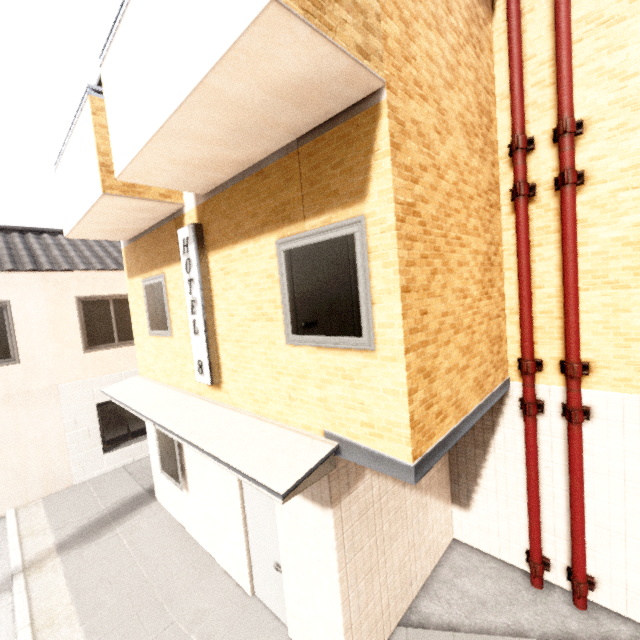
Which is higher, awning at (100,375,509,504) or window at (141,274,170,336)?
window at (141,274,170,336)

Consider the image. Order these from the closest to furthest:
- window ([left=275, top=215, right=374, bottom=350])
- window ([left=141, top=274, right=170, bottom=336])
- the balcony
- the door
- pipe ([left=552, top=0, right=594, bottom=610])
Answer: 1. the balcony
2. window ([left=275, top=215, right=374, bottom=350])
3. pipe ([left=552, top=0, right=594, bottom=610])
4. the door
5. window ([left=141, top=274, right=170, bottom=336])

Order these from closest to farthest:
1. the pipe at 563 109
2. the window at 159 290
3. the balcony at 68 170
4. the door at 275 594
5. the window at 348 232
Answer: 1. the balcony at 68 170
2. the window at 348 232
3. the pipe at 563 109
4. the door at 275 594
5. the window at 159 290

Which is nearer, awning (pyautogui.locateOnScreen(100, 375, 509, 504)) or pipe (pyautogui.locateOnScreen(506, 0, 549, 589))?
awning (pyautogui.locateOnScreen(100, 375, 509, 504))

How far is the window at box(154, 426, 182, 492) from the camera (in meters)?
6.20

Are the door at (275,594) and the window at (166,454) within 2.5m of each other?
yes

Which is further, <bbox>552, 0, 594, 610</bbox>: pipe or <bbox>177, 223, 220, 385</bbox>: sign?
<bbox>177, 223, 220, 385</bbox>: sign

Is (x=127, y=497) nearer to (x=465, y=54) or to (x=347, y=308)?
(x=347, y=308)
